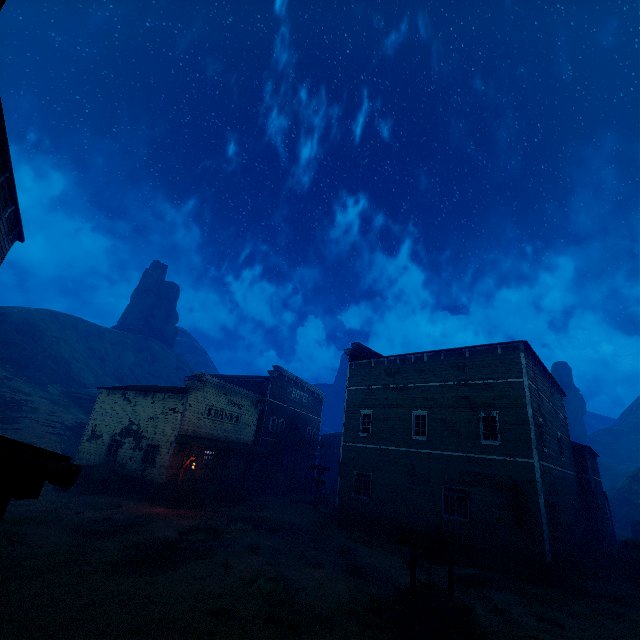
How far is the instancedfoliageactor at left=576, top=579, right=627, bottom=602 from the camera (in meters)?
13.08

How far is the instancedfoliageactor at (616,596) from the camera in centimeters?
1308cm

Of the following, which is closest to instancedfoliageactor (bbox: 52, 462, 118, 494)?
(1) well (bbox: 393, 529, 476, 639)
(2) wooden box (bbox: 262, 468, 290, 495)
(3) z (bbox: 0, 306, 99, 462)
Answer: (3) z (bbox: 0, 306, 99, 462)

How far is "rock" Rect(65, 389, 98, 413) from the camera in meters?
46.8

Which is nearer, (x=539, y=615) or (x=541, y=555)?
(x=539, y=615)

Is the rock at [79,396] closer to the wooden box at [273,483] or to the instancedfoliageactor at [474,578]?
the wooden box at [273,483]

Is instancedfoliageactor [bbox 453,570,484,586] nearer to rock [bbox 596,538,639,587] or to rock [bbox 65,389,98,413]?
rock [bbox 596,538,639,587]

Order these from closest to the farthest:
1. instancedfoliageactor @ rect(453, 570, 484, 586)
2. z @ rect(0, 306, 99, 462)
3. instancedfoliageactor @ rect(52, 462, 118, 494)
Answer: instancedfoliageactor @ rect(453, 570, 484, 586) < instancedfoliageactor @ rect(52, 462, 118, 494) < z @ rect(0, 306, 99, 462)
